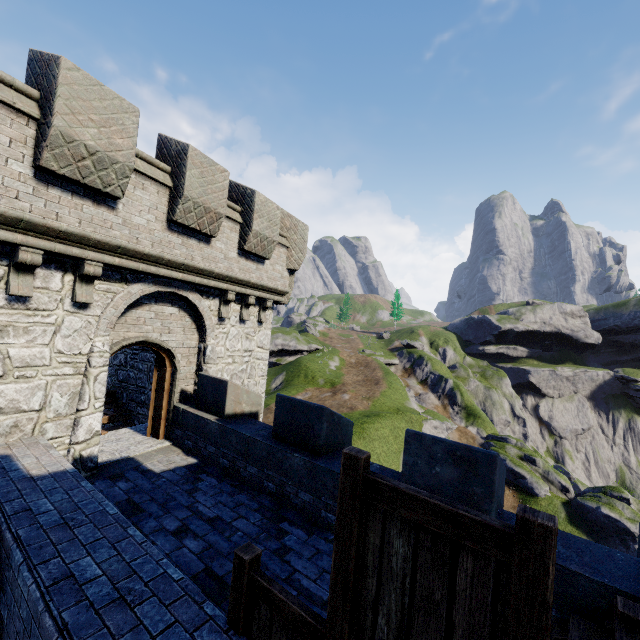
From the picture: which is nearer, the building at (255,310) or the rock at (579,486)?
the building at (255,310)

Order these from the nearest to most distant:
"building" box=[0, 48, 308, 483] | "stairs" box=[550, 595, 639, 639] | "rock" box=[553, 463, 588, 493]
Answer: "stairs" box=[550, 595, 639, 639], "building" box=[0, 48, 308, 483], "rock" box=[553, 463, 588, 493]

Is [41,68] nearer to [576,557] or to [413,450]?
[413,450]

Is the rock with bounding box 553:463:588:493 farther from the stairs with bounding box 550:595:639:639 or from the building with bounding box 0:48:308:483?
the stairs with bounding box 550:595:639:639

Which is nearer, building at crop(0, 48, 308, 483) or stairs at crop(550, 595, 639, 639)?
stairs at crop(550, 595, 639, 639)

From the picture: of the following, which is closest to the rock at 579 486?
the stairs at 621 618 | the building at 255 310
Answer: the building at 255 310
